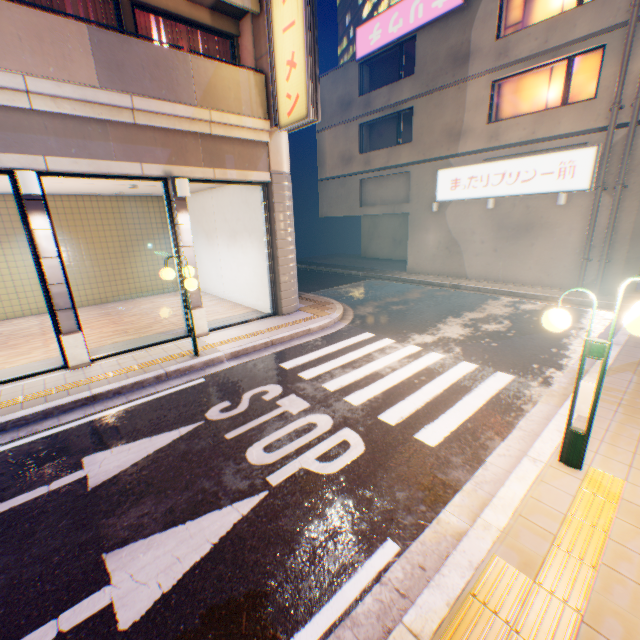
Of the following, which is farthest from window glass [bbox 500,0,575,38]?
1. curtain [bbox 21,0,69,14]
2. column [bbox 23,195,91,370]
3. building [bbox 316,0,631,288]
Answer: column [bbox 23,195,91,370]

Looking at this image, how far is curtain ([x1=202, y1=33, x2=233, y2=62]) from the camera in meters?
9.1 m

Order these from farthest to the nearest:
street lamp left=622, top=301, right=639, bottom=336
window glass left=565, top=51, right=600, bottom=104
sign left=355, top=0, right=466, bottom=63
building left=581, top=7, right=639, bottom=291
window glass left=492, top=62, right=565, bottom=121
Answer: sign left=355, top=0, right=466, bottom=63 → window glass left=492, top=62, right=565, bottom=121 → window glass left=565, top=51, right=600, bottom=104 → building left=581, top=7, right=639, bottom=291 → street lamp left=622, top=301, right=639, bottom=336

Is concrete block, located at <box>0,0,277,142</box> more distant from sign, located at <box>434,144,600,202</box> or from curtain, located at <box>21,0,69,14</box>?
sign, located at <box>434,144,600,202</box>

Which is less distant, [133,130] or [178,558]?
[178,558]

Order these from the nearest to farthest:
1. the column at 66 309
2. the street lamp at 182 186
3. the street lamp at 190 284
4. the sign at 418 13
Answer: the column at 66 309
the street lamp at 190 284
the street lamp at 182 186
the sign at 418 13

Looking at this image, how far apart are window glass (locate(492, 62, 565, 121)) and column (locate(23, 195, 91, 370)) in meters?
16.5

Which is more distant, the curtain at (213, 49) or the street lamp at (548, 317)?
the curtain at (213, 49)
